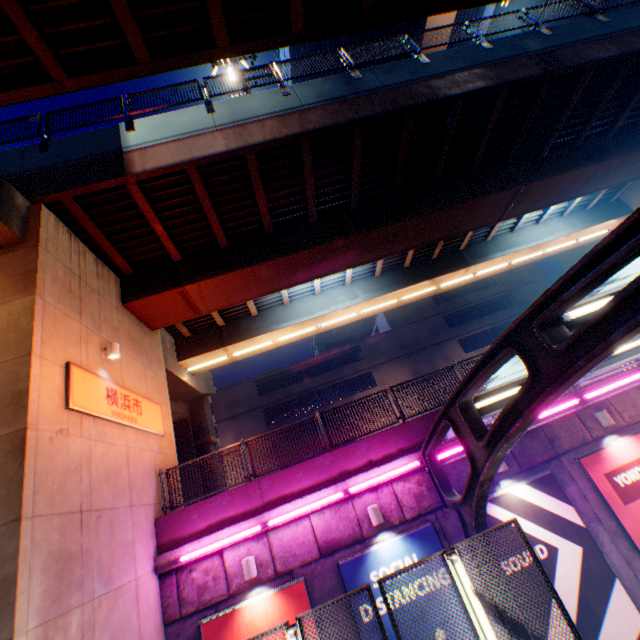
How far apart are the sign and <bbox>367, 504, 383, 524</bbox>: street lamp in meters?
6.8

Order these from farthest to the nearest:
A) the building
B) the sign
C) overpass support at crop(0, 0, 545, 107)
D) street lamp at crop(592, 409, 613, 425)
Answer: the building → street lamp at crop(592, 409, 613, 425) → the sign → overpass support at crop(0, 0, 545, 107)

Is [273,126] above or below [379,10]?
above

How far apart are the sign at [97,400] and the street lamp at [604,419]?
13.3 meters

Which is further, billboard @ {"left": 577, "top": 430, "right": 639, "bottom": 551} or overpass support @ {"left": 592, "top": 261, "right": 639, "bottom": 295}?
overpass support @ {"left": 592, "top": 261, "right": 639, "bottom": 295}

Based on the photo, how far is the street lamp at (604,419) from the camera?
9.2 meters

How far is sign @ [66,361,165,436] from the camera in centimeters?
721cm
